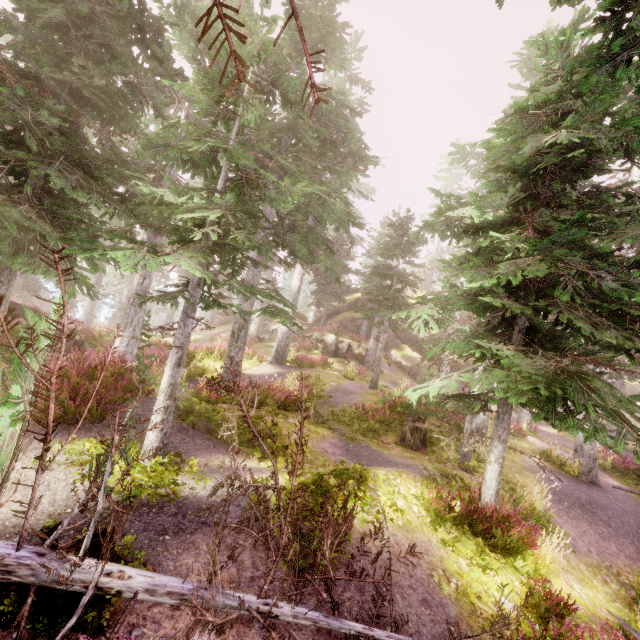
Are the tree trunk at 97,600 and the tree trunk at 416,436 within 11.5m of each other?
yes

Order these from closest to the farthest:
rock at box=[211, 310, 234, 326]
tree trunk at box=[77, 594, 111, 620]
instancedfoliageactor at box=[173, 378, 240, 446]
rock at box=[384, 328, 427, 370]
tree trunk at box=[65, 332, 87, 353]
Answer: tree trunk at box=[77, 594, 111, 620]
instancedfoliageactor at box=[173, 378, 240, 446]
tree trunk at box=[65, 332, 87, 353]
rock at box=[384, 328, 427, 370]
rock at box=[211, 310, 234, 326]

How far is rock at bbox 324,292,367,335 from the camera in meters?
35.9 m

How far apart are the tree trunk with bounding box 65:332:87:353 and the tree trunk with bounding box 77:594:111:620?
15.3m

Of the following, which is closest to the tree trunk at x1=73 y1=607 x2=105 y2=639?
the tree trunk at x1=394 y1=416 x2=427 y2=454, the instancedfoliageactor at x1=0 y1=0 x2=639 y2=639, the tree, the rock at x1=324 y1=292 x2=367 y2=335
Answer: the tree

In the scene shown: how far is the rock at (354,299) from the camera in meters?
35.9 m

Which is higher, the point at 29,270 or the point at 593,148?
the point at 593,148

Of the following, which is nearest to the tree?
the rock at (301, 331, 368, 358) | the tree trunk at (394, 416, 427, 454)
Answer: the tree trunk at (394, 416, 427, 454)
